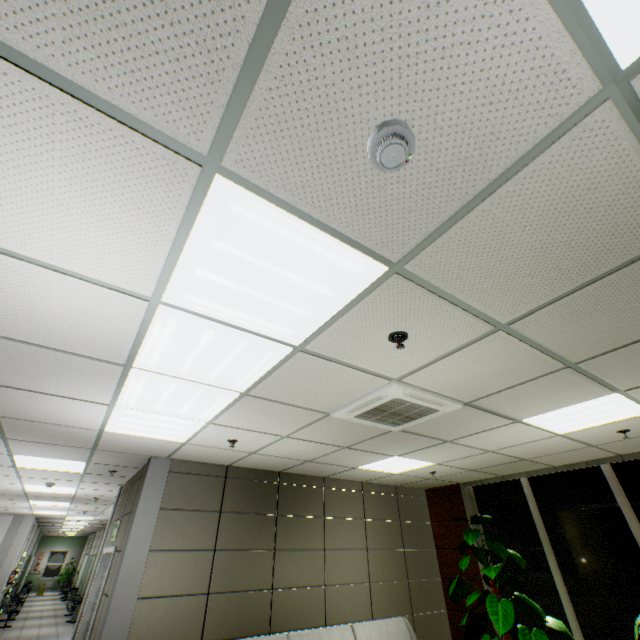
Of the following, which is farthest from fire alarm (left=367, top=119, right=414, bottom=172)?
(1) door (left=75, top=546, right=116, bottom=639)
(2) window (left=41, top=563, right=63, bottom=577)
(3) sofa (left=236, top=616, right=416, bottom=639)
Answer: (2) window (left=41, top=563, right=63, bottom=577)

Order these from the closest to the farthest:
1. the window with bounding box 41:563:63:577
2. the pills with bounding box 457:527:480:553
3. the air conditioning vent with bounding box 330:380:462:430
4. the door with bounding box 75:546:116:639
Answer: the air conditioning vent with bounding box 330:380:462:430, the door with bounding box 75:546:116:639, the pills with bounding box 457:527:480:553, the window with bounding box 41:563:63:577

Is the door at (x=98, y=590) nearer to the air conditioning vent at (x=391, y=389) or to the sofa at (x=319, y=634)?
the sofa at (x=319, y=634)

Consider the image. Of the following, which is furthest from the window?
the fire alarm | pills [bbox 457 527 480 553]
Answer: the fire alarm

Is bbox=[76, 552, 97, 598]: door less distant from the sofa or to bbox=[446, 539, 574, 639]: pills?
the sofa

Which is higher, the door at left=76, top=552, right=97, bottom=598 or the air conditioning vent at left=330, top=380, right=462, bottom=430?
the air conditioning vent at left=330, top=380, right=462, bottom=430

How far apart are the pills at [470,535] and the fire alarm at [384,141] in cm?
644

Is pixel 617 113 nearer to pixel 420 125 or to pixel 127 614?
pixel 420 125
